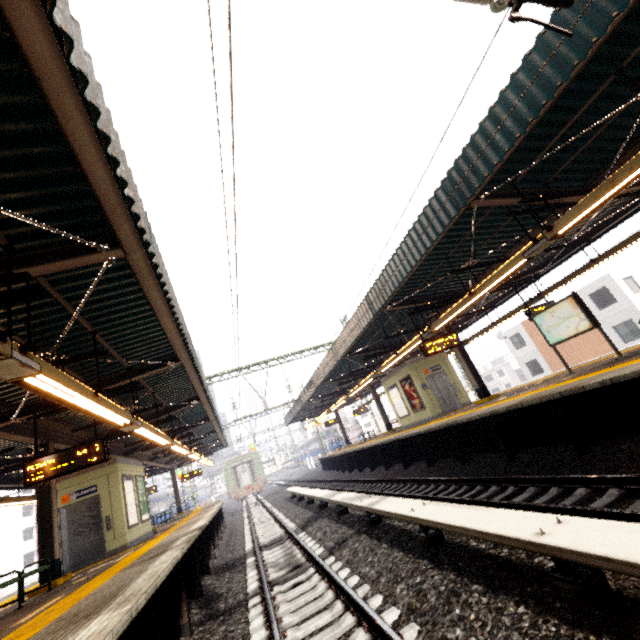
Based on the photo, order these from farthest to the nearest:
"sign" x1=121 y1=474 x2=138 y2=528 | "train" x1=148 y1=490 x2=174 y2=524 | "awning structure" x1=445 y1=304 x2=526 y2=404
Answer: "train" x1=148 y1=490 x2=174 y2=524
"awning structure" x1=445 y1=304 x2=526 y2=404
"sign" x1=121 y1=474 x2=138 y2=528

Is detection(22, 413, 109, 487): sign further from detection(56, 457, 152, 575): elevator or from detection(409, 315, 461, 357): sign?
detection(409, 315, 461, 357): sign

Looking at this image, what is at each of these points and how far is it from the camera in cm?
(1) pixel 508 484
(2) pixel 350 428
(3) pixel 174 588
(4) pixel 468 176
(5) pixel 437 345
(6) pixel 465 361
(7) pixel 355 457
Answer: (1) train track, 656
(2) train, 4403
(3) platform underside, 568
(4) awning structure, 621
(5) sign, 1095
(6) awning structure, 1378
(7) platform underside, 1886

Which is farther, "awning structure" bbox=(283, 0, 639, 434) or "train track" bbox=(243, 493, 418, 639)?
"awning structure" bbox=(283, 0, 639, 434)

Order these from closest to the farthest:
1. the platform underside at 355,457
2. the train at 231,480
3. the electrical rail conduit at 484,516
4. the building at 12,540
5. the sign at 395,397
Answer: the electrical rail conduit at 484,516, the platform underside at 355,457, the sign at 395,397, the train at 231,480, the building at 12,540

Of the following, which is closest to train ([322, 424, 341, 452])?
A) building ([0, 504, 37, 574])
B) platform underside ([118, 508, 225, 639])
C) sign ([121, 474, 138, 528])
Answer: platform underside ([118, 508, 225, 639])

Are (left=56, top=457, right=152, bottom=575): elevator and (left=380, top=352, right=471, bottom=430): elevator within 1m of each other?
no

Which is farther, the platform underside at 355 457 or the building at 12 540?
the building at 12 540
